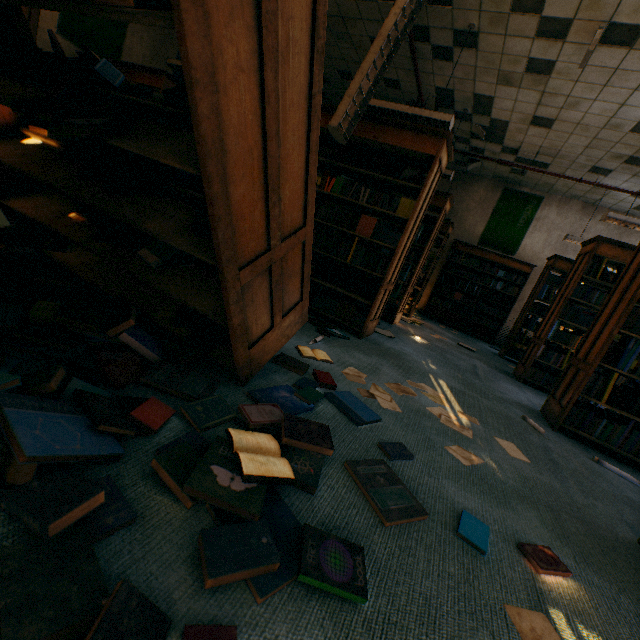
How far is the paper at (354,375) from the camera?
2.3 meters

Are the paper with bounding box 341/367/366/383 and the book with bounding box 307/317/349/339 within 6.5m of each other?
yes

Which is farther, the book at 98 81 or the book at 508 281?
the book at 508 281

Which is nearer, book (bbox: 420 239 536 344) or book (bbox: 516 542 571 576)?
book (bbox: 516 542 571 576)

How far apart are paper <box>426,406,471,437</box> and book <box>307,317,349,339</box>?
0.7m

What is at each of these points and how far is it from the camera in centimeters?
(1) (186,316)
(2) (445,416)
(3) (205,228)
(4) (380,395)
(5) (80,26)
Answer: (1) book, 176cm
(2) paper, 230cm
(3) book, 123cm
(4) paper, 222cm
(5) banner, 514cm

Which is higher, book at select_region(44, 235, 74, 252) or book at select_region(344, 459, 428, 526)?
book at select_region(44, 235, 74, 252)

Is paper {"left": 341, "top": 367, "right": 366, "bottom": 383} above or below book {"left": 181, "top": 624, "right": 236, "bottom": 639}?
below
